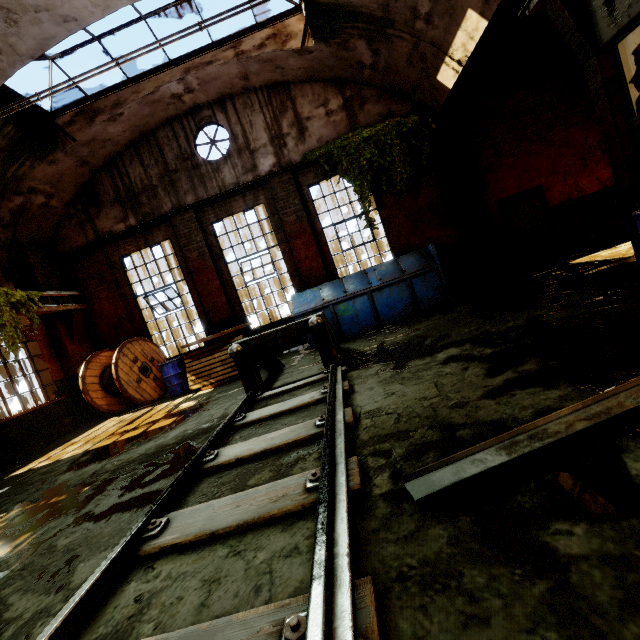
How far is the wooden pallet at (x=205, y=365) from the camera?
8.0 meters

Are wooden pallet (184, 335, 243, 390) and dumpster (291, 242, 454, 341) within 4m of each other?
yes

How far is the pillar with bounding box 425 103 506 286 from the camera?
9.02m

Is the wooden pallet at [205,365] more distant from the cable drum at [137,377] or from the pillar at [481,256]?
the pillar at [481,256]

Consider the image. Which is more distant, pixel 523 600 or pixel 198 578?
pixel 198 578

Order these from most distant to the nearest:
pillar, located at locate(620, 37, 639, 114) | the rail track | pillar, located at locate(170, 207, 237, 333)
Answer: pillar, located at locate(170, 207, 237, 333) < pillar, located at locate(620, 37, 639, 114) < the rail track

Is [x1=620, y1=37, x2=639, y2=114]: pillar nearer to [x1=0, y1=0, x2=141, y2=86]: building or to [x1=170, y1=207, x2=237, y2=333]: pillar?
[x1=0, y1=0, x2=141, y2=86]: building

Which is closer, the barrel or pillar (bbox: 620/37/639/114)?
pillar (bbox: 620/37/639/114)
